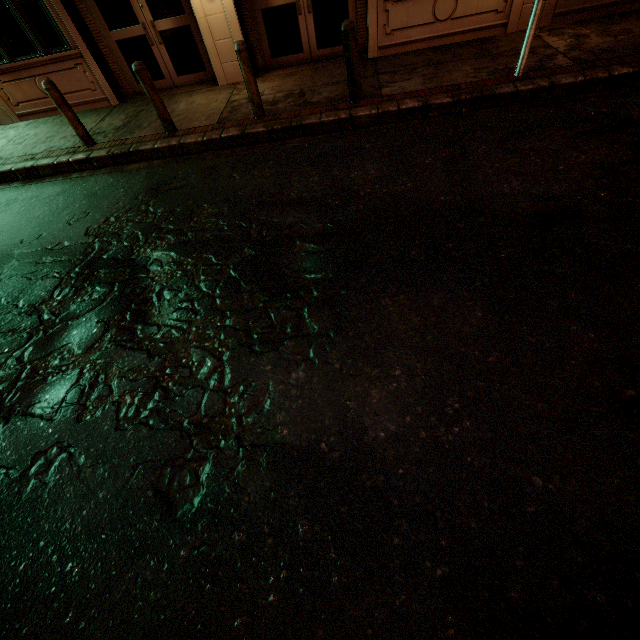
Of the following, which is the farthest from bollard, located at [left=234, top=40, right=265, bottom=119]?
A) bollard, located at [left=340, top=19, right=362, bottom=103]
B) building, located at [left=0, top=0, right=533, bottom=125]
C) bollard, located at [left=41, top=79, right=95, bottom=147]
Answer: bollard, located at [left=41, top=79, right=95, bottom=147]

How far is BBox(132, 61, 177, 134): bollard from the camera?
6.1 meters

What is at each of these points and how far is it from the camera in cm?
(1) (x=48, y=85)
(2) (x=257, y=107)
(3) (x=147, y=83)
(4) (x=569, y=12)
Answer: (1) bollard, 628
(2) bollard, 645
(3) bollard, 621
(4) building, 707

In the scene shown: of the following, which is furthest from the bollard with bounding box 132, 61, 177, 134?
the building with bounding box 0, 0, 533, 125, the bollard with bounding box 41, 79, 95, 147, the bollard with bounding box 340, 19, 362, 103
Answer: the bollard with bounding box 340, 19, 362, 103

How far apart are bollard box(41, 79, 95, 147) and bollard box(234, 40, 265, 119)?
3.7 meters

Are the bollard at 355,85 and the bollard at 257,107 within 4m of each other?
yes

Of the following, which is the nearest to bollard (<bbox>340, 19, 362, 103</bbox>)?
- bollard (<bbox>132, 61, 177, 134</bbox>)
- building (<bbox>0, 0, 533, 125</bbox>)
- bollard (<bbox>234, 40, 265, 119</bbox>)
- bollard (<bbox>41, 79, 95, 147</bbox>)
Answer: bollard (<bbox>234, 40, 265, 119</bbox>)

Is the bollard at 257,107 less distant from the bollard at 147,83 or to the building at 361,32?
the bollard at 147,83
